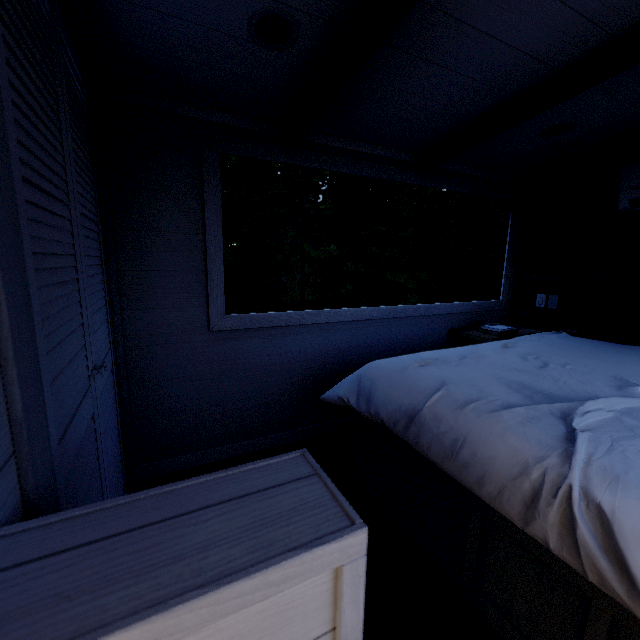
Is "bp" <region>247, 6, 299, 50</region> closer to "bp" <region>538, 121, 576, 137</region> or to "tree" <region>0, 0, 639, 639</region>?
"tree" <region>0, 0, 639, 639</region>

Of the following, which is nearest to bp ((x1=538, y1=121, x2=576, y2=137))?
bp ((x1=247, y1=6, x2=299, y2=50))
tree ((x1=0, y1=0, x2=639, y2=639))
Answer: tree ((x1=0, y1=0, x2=639, y2=639))

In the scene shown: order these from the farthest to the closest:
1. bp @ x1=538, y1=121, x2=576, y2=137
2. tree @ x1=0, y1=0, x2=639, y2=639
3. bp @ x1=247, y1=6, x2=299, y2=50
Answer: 1. bp @ x1=538, y1=121, x2=576, y2=137
2. bp @ x1=247, y1=6, x2=299, y2=50
3. tree @ x1=0, y1=0, x2=639, y2=639

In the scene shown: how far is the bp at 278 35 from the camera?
1.2 meters

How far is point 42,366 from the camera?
0.61m

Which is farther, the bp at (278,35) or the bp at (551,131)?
the bp at (551,131)
